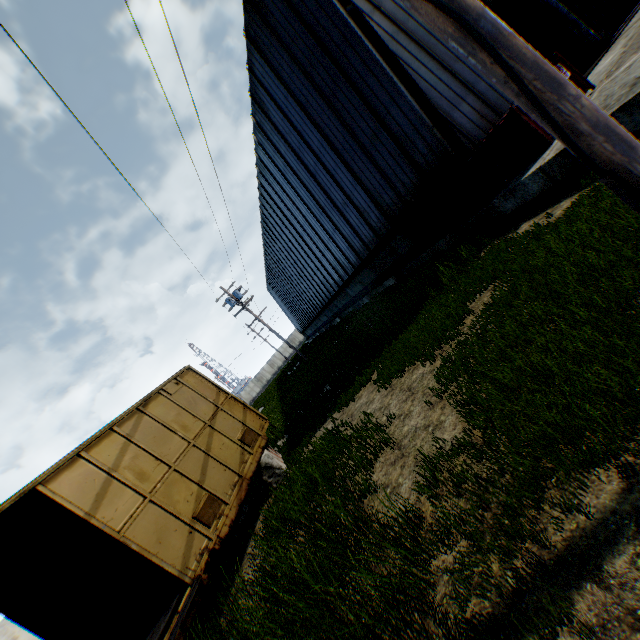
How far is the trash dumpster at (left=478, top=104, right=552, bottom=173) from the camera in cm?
715

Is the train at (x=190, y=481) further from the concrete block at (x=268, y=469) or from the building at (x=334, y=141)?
the building at (x=334, y=141)

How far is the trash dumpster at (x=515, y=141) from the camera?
7.1m

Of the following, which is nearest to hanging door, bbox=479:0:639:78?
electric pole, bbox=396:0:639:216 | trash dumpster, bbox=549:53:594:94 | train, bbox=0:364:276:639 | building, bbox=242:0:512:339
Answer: building, bbox=242:0:512:339

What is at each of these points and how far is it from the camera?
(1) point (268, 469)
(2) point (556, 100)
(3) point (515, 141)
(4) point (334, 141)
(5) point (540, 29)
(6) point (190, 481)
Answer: (1) concrete block, 8.84m
(2) electric pole, 1.73m
(3) trash dumpster, 7.64m
(4) building, 12.24m
(5) hanging door, 10.30m
(6) train, 7.04m

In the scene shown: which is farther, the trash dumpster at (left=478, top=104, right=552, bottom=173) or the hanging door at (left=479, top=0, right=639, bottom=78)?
the hanging door at (left=479, top=0, right=639, bottom=78)

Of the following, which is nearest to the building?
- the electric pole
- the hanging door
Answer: the hanging door
